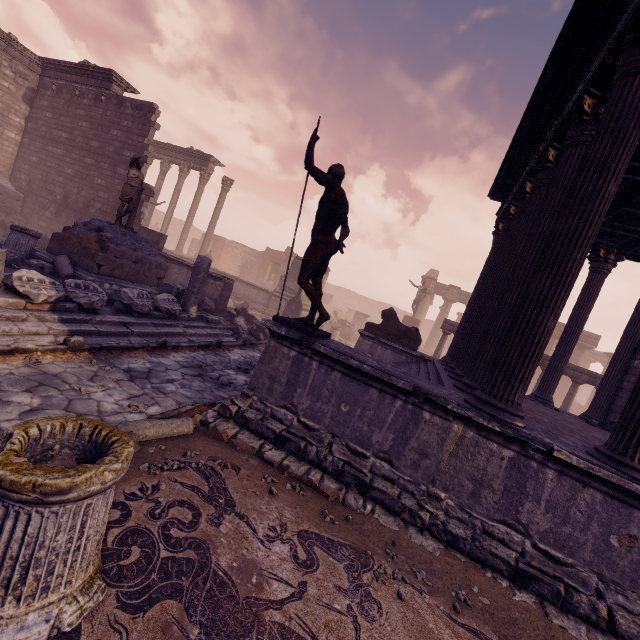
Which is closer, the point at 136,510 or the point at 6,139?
the point at 136,510

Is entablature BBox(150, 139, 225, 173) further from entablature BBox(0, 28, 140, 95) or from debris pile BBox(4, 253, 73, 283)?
debris pile BBox(4, 253, 73, 283)

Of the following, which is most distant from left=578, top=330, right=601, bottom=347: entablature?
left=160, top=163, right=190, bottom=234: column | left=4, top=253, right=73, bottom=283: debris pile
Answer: left=4, top=253, right=73, bottom=283: debris pile

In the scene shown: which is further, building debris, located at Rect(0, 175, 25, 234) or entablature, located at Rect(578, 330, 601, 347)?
entablature, located at Rect(578, 330, 601, 347)

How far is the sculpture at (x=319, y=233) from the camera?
4.5m

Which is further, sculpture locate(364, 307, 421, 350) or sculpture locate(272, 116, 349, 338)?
sculpture locate(364, 307, 421, 350)

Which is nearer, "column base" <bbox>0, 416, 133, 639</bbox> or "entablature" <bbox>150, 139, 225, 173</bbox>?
"column base" <bbox>0, 416, 133, 639</bbox>

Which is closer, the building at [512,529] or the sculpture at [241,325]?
the building at [512,529]
